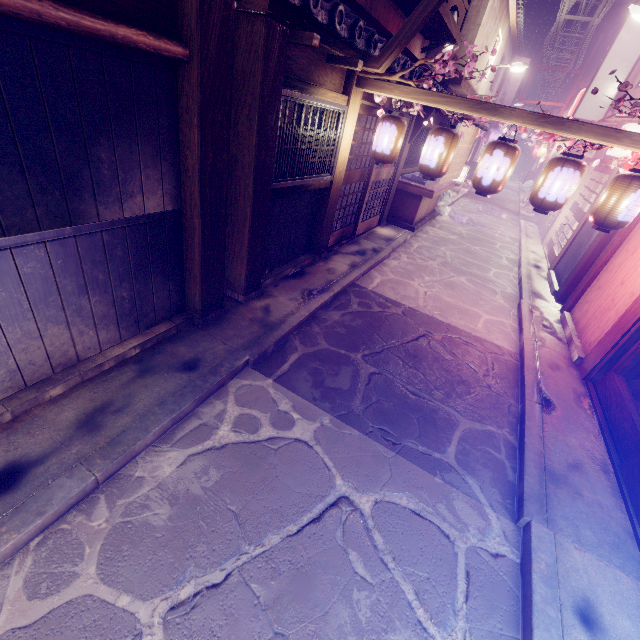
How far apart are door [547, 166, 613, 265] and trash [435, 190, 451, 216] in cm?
662

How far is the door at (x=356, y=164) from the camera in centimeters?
1166cm

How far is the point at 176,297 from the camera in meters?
7.2

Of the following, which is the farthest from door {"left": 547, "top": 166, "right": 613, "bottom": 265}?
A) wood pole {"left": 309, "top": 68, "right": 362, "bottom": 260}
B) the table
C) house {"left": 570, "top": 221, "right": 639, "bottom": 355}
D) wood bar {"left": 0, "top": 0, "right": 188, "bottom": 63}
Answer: wood bar {"left": 0, "top": 0, "right": 188, "bottom": 63}

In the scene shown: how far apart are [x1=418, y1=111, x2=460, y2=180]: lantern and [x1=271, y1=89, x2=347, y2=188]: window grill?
2.50m

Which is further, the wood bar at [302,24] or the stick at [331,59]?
the stick at [331,59]

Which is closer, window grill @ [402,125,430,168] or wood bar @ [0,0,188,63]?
wood bar @ [0,0,188,63]

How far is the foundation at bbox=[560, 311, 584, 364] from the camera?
9.7m
